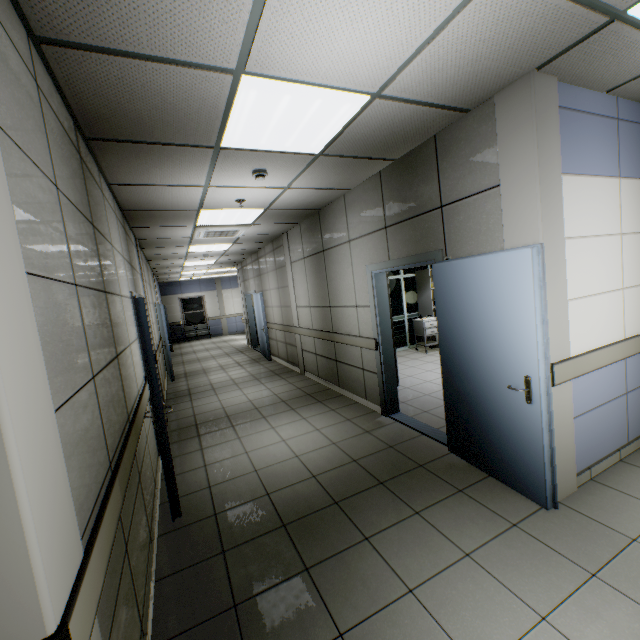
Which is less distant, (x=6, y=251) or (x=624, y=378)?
(x=6, y=251)

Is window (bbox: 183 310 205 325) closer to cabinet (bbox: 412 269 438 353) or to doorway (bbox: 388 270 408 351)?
doorway (bbox: 388 270 408 351)

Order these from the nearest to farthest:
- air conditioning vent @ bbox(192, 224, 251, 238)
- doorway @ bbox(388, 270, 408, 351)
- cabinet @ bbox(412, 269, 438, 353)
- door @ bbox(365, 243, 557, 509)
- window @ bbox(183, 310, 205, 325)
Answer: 1. door @ bbox(365, 243, 557, 509)
2. air conditioning vent @ bbox(192, 224, 251, 238)
3. cabinet @ bbox(412, 269, 438, 353)
4. doorway @ bbox(388, 270, 408, 351)
5. window @ bbox(183, 310, 205, 325)

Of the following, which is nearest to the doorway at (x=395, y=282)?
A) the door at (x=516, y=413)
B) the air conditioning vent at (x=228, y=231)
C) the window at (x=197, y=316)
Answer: the air conditioning vent at (x=228, y=231)

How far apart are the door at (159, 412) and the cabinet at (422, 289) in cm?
597

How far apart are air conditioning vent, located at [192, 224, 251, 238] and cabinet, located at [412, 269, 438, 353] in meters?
4.6 m

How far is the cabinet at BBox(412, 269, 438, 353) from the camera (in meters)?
8.03

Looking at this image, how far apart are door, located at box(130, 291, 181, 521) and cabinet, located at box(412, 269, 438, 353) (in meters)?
5.97
